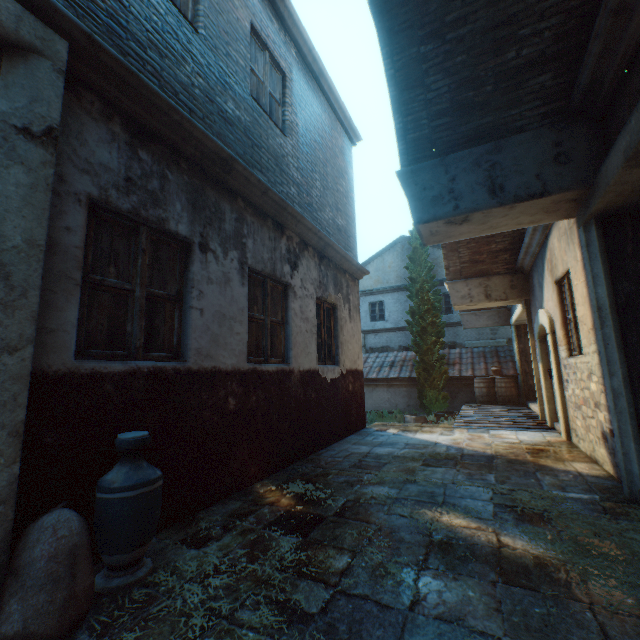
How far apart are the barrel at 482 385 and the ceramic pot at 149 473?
12.2 meters

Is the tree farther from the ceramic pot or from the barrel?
the ceramic pot

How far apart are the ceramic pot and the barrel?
12.19m

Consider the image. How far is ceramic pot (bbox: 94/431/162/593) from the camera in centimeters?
209cm

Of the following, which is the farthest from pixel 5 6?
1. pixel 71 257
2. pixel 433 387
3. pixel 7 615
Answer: pixel 433 387

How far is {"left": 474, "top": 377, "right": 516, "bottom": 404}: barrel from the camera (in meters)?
11.70

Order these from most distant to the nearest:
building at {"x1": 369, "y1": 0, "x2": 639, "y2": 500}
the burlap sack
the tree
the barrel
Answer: the tree → the barrel → building at {"x1": 369, "y1": 0, "x2": 639, "y2": 500} → the burlap sack

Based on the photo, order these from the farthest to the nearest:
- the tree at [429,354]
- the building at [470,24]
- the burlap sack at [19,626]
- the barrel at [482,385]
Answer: the tree at [429,354] < the barrel at [482,385] < the building at [470,24] < the burlap sack at [19,626]
